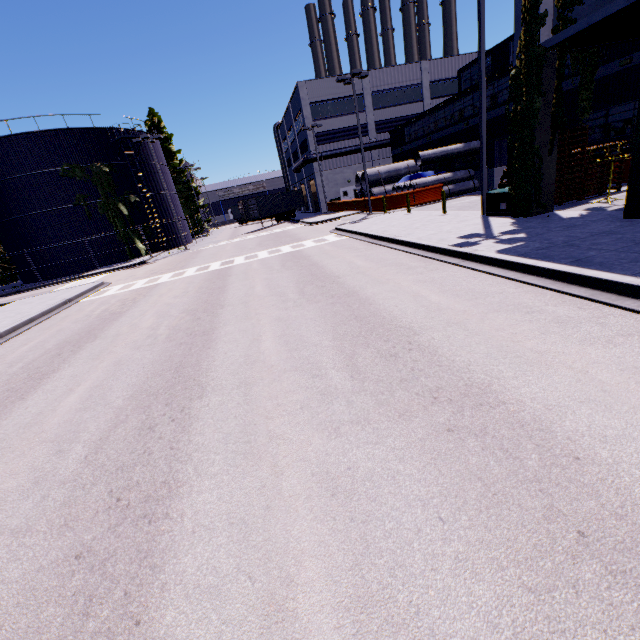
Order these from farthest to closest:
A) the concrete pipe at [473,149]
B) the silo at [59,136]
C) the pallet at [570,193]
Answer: the silo at [59,136] < the concrete pipe at [473,149] < the pallet at [570,193]

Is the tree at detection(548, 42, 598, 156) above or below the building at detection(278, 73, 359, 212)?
below

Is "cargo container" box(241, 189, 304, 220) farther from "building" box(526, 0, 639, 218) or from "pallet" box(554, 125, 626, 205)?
"pallet" box(554, 125, 626, 205)

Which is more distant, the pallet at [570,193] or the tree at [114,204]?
the tree at [114,204]

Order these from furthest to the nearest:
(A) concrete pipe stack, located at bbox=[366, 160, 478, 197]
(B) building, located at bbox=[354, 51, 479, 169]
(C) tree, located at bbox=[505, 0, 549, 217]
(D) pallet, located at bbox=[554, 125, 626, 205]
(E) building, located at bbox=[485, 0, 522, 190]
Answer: (B) building, located at bbox=[354, 51, 479, 169], (A) concrete pipe stack, located at bbox=[366, 160, 478, 197], (D) pallet, located at bbox=[554, 125, 626, 205], (E) building, located at bbox=[485, 0, 522, 190], (C) tree, located at bbox=[505, 0, 549, 217]

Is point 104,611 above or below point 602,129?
below

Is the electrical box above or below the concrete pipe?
below

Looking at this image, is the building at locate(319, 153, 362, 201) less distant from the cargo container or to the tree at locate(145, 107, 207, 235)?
the tree at locate(145, 107, 207, 235)
